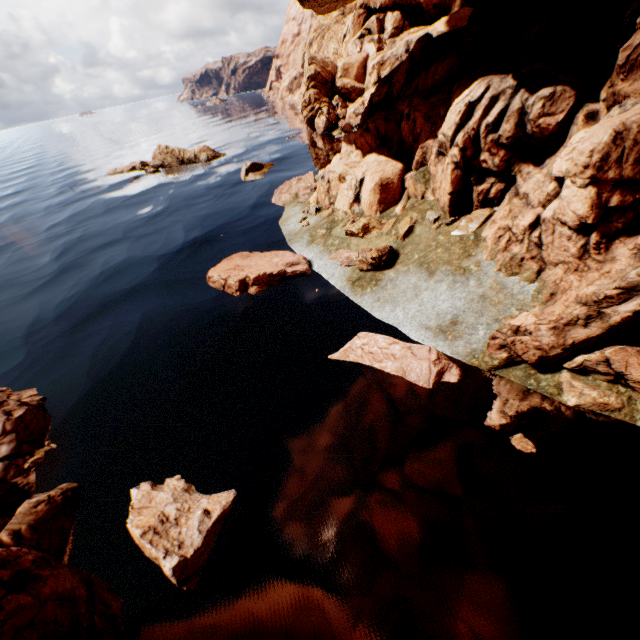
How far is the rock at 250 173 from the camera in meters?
31.2

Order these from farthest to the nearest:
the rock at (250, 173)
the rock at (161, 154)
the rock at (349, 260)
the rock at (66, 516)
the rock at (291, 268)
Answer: the rock at (161, 154) < the rock at (250, 173) < the rock at (291, 268) < the rock at (349, 260) < the rock at (66, 516)

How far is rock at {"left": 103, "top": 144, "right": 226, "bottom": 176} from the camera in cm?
4094

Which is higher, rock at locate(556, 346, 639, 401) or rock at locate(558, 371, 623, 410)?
rock at locate(556, 346, 639, 401)

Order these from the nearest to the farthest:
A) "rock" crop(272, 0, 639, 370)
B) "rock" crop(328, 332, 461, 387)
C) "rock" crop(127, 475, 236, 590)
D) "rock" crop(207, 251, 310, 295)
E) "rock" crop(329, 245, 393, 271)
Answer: "rock" crop(127, 475, 236, 590)
"rock" crop(272, 0, 639, 370)
"rock" crop(328, 332, 461, 387)
"rock" crop(329, 245, 393, 271)
"rock" crop(207, 251, 310, 295)

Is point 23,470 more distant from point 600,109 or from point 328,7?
point 328,7
